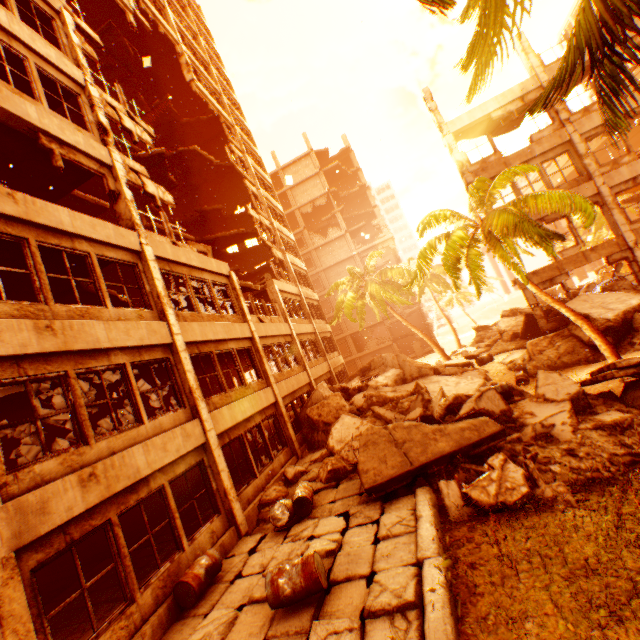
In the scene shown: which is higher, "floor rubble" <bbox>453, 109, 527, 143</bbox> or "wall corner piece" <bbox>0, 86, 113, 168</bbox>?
"floor rubble" <bbox>453, 109, 527, 143</bbox>

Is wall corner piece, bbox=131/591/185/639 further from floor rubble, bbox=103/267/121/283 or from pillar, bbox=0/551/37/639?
floor rubble, bbox=103/267/121/283

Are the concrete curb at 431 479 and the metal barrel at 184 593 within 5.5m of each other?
yes

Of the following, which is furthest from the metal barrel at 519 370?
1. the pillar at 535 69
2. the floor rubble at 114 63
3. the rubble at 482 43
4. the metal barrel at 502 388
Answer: the floor rubble at 114 63

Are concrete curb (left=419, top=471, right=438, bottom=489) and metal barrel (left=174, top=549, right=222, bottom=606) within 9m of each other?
yes

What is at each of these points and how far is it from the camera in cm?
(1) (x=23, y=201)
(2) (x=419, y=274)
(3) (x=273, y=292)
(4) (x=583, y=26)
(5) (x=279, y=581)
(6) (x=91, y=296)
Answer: (1) wall corner piece, 693
(2) rubble, 1389
(3) pillar, 1945
(4) rubble, 317
(5) metal barrel, 524
(6) floor rubble, 1170

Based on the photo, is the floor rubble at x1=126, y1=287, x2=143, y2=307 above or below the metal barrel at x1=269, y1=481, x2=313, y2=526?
above

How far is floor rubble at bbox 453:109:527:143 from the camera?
18.00m
